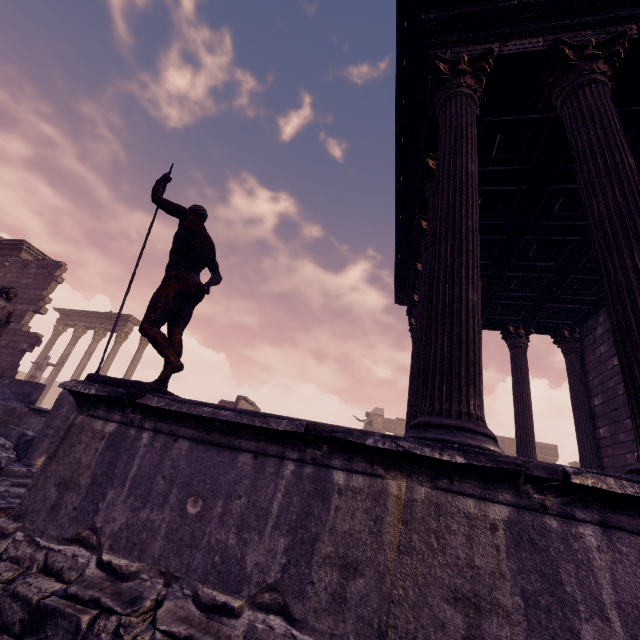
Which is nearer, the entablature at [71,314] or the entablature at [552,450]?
the entablature at [71,314]

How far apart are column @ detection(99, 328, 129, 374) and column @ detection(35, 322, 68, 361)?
4.3 meters

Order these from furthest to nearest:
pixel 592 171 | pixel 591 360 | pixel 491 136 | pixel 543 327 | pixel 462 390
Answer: pixel 543 327, pixel 591 360, pixel 491 136, pixel 592 171, pixel 462 390

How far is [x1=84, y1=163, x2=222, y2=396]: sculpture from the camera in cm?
303

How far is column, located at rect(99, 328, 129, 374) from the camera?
18.7 meters

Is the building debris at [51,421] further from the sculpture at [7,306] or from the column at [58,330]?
the column at [58,330]

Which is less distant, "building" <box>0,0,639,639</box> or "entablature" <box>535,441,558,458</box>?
"building" <box>0,0,639,639</box>

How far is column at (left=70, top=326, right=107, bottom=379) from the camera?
19.0m
